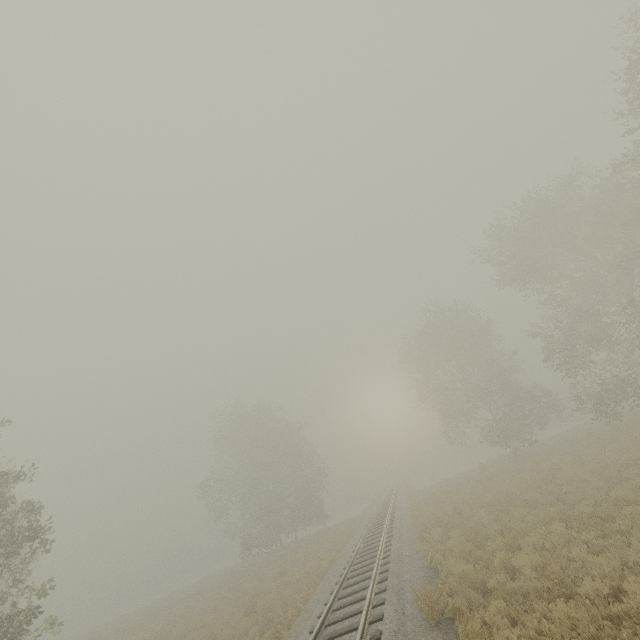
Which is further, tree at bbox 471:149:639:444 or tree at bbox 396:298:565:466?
tree at bbox 396:298:565:466

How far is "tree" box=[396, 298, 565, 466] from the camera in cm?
2898

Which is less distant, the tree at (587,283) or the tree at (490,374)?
the tree at (587,283)

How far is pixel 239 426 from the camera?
37.9 meters

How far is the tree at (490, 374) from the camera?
29.0m
